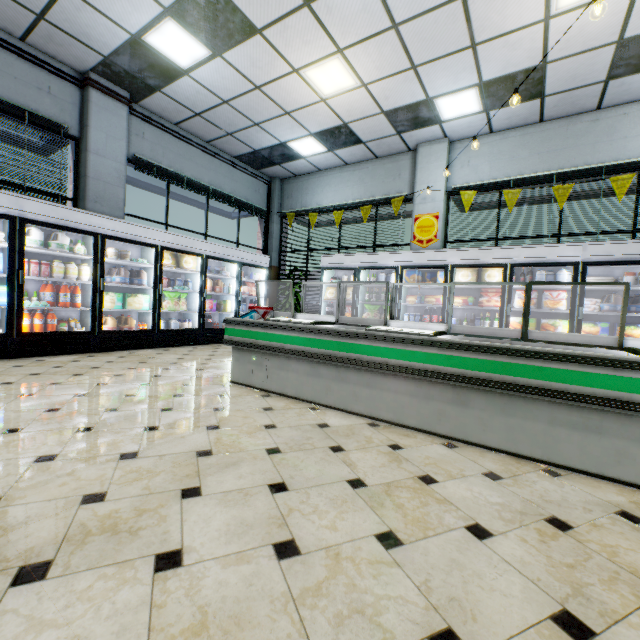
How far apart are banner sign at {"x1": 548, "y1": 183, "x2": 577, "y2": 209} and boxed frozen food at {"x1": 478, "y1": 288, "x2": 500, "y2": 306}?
1.93m

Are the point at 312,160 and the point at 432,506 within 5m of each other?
no

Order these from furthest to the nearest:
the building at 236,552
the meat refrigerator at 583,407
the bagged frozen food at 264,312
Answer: the bagged frozen food at 264,312
the meat refrigerator at 583,407
the building at 236,552

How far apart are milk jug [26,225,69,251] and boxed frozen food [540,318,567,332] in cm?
804

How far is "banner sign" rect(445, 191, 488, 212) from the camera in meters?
6.9 m

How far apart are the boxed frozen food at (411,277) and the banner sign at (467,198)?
1.72m

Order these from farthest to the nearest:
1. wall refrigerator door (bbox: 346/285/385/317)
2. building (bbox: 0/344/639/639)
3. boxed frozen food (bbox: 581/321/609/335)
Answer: wall refrigerator door (bbox: 346/285/385/317) → boxed frozen food (bbox: 581/321/609/335) → building (bbox: 0/344/639/639)

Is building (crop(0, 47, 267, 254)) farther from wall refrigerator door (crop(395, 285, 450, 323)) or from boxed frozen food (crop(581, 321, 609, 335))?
boxed frozen food (crop(581, 321, 609, 335))
